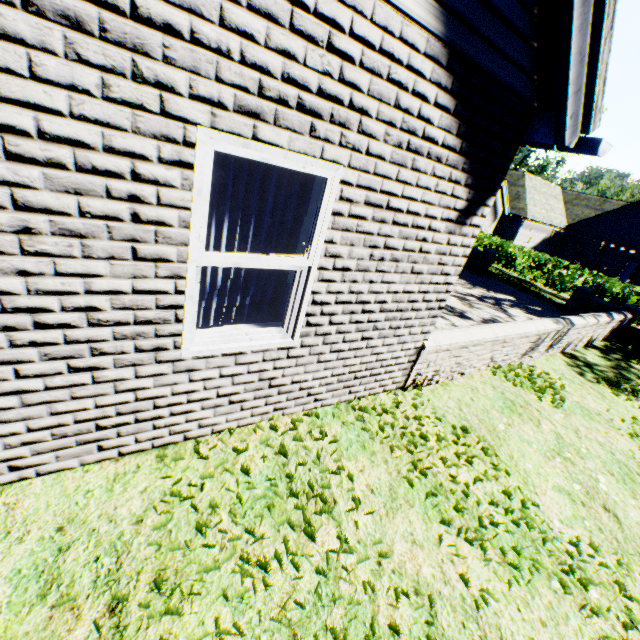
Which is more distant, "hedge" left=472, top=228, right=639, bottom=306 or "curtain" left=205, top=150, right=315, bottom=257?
"hedge" left=472, top=228, right=639, bottom=306

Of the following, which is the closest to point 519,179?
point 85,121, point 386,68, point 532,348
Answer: point 532,348

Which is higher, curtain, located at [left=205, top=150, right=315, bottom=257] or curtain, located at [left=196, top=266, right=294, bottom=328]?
curtain, located at [left=205, top=150, right=315, bottom=257]

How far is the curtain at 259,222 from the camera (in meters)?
2.35

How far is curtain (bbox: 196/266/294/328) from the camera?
2.70m

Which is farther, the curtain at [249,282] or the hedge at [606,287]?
the hedge at [606,287]

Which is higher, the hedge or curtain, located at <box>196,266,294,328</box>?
curtain, located at <box>196,266,294,328</box>
